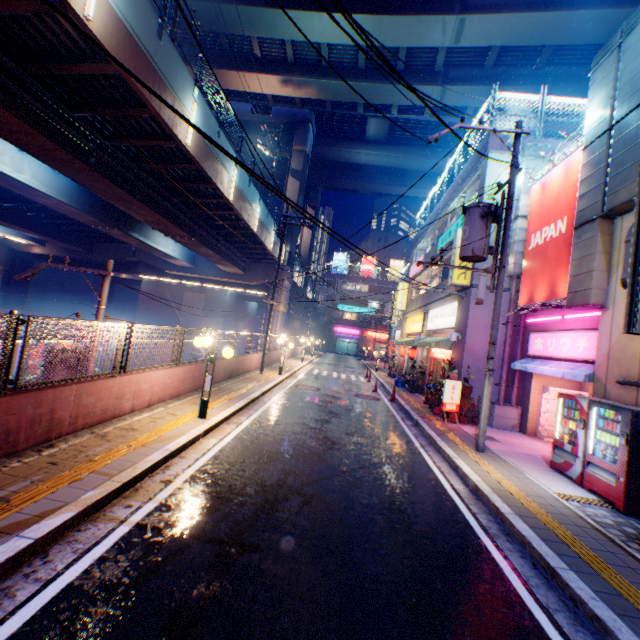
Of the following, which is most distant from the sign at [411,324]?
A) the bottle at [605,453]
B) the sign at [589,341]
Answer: the bottle at [605,453]

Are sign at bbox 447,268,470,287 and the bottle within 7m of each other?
no

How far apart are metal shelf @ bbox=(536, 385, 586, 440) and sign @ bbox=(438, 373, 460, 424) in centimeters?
312cm

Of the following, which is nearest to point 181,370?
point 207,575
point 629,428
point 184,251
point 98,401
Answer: A: point 98,401

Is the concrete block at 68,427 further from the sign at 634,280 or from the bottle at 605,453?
the bottle at 605,453

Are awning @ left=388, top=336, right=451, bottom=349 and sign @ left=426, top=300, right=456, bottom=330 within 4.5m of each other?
yes

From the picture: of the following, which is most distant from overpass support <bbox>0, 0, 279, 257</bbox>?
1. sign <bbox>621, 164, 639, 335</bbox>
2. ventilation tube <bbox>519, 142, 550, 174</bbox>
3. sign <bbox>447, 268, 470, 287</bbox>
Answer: ventilation tube <bbox>519, 142, 550, 174</bbox>

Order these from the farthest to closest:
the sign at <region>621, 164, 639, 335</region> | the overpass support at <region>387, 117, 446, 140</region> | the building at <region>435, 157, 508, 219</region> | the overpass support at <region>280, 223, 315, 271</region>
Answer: the overpass support at <region>280, 223, 315, 271</region>
the overpass support at <region>387, 117, 446, 140</region>
the building at <region>435, 157, 508, 219</region>
the sign at <region>621, 164, 639, 335</region>
